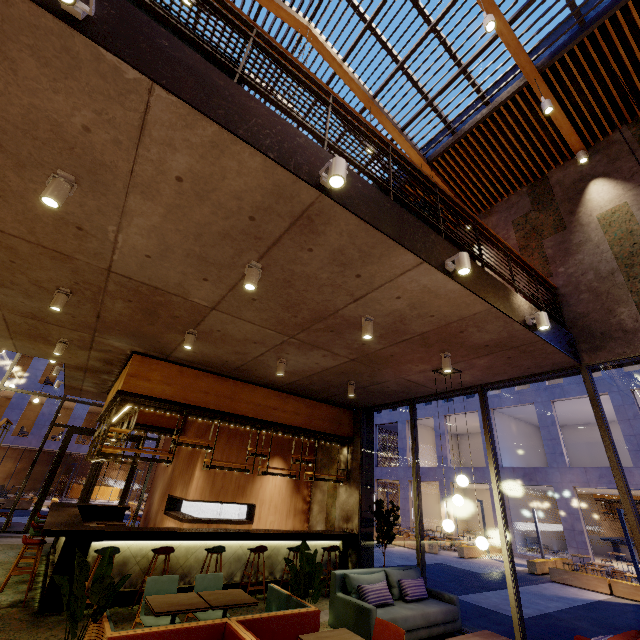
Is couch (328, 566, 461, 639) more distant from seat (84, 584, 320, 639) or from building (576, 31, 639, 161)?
seat (84, 584, 320, 639)

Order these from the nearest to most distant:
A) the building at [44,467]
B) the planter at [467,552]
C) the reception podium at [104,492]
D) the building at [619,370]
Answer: the building at [619,370] → the planter at [467,552] → the building at [44,467] → the reception podium at [104,492]

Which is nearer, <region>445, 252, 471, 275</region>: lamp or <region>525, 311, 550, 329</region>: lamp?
<region>445, 252, 471, 275</region>: lamp

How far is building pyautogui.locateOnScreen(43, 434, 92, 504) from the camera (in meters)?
25.66

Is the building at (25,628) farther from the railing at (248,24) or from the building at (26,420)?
the building at (26,420)

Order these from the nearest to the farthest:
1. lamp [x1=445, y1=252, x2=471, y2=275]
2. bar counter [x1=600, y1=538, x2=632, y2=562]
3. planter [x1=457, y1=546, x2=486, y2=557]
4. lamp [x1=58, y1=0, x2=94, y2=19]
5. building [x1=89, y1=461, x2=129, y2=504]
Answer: lamp [x1=58, y1=0, x2=94, y2=19] → lamp [x1=445, y1=252, x2=471, y2=275] → planter [x1=457, y1=546, x2=486, y2=557] → bar counter [x1=600, y1=538, x2=632, y2=562] → building [x1=89, y1=461, x2=129, y2=504]

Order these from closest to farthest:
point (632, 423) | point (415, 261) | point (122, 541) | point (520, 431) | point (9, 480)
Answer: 1. point (415, 261)
2. point (122, 541)
3. point (632, 423)
4. point (9, 480)
5. point (520, 431)

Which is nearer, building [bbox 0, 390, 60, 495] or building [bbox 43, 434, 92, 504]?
building [bbox 0, 390, 60, 495]
